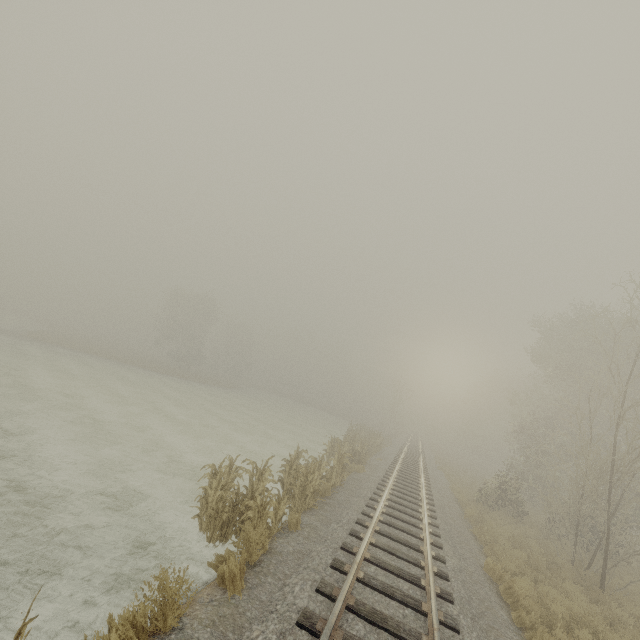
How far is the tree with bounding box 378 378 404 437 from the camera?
47.12m

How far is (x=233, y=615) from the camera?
4.7m

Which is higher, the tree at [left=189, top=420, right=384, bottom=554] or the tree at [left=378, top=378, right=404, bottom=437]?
the tree at [left=378, top=378, right=404, bottom=437]

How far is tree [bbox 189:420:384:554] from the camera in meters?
7.0 m

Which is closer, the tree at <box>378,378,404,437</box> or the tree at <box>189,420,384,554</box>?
the tree at <box>189,420,384,554</box>

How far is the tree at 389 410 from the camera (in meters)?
47.12

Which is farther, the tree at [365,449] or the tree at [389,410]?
the tree at [389,410]
